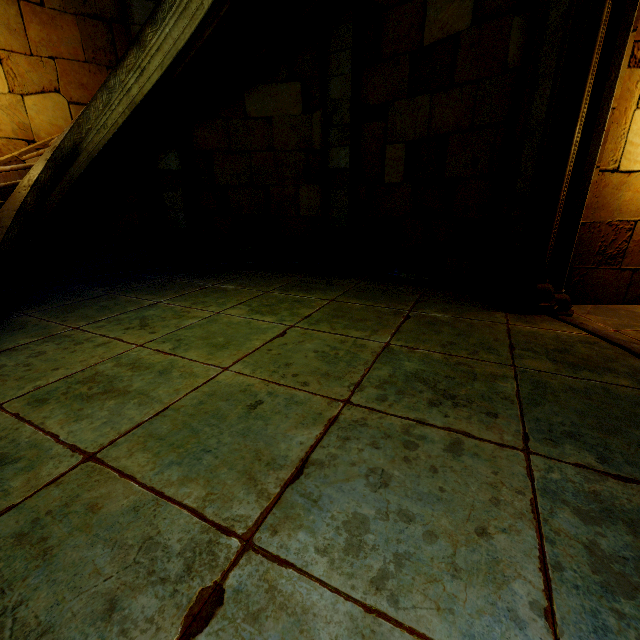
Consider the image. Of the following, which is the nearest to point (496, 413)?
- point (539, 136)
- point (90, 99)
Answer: point (539, 136)
